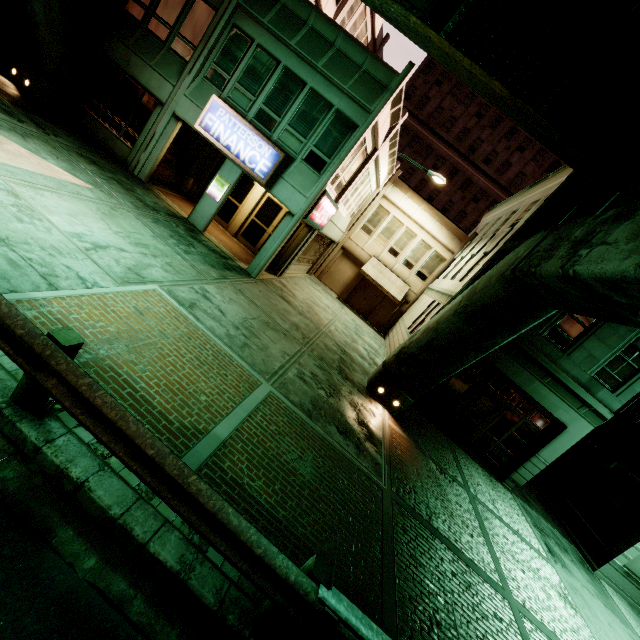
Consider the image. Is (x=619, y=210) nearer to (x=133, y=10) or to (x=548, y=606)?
(x=548, y=606)

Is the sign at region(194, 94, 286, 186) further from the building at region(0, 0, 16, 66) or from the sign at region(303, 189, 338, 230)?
the building at region(0, 0, 16, 66)

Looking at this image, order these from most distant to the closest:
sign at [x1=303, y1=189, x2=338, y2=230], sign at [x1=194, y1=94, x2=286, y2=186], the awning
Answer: the awning, sign at [x1=303, y1=189, x2=338, y2=230], sign at [x1=194, y1=94, x2=286, y2=186]

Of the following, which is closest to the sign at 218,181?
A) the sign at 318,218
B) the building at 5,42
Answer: the sign at 318,218

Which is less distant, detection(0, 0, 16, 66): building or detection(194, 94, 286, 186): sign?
detection(194, 94, 286, 186): sign

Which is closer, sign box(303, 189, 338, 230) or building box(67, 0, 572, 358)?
building box(67, 0, 572, 358)

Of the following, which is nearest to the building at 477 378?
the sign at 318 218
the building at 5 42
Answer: the sign at 318 218

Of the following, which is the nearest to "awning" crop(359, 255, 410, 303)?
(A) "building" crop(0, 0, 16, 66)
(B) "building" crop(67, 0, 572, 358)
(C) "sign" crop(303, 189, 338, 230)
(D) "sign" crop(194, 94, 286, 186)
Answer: (B) "building" crop(67, 0, 572, 358)
